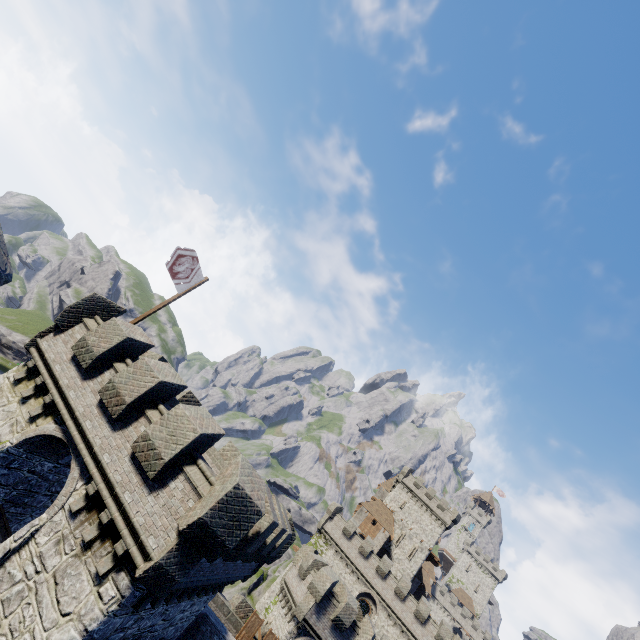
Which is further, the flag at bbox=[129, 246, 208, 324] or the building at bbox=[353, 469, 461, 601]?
the building at bbox=[353, 469, 461, 601]

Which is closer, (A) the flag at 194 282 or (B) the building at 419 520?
(A) the flag at 194 282

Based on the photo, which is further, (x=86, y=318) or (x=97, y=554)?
(x=86, y=318)

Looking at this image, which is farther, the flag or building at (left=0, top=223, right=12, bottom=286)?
the flag

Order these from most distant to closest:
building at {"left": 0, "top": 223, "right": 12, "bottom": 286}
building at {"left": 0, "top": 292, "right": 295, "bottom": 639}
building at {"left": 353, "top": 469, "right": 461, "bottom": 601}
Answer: building at {"left": 353, "top": 469, "right": 461, "bottom": 601} < building at {"left": 0, "top": 292, "right": 295, "bottom": 639} < building at {"left": 0, "top": 223, "right": 12, "bottom": 286}

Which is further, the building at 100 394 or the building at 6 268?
the building at 100 394

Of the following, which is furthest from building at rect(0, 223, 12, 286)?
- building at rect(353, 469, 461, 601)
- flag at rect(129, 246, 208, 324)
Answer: building at rect(353, 469, 461, 601)
